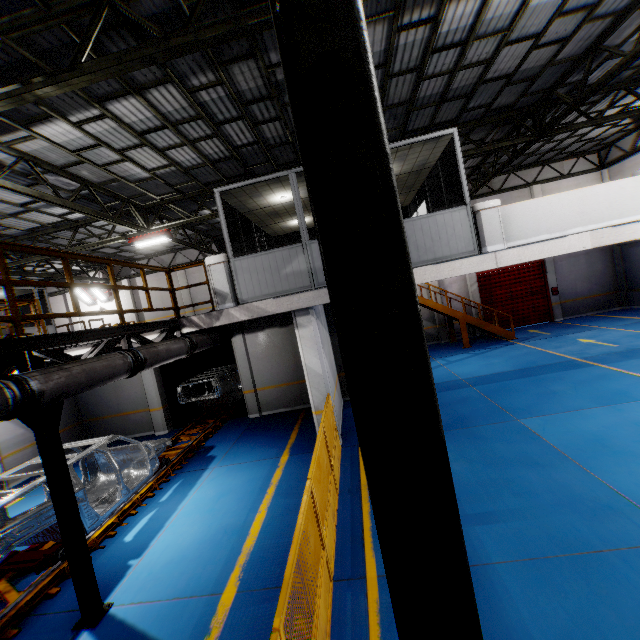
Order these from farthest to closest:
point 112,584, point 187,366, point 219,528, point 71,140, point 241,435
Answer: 1. point 187,366
2. point 241,435
3. point 71,140
4. point 219,528
5. point 112,584

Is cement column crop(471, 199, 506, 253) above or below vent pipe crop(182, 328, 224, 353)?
above

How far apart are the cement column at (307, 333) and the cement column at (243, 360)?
4.2 meters

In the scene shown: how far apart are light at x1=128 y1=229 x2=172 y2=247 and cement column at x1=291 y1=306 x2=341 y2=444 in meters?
7.4

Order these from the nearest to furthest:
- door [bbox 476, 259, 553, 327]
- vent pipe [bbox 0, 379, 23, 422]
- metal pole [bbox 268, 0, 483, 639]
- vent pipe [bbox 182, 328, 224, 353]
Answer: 1. metal pole [bbox 268, 0, 483, 639]
2. vent pipe [bbox 0, 379, 23, 422]
3. vent pipe [bbox 182, 328, 224, 353]
4. door [bbox 476, 259, 553, 327]

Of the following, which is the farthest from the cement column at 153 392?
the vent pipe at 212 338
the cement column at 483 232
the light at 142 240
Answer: the cement column at 483 232

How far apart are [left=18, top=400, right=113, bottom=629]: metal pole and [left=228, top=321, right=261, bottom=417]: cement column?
7.5 meters

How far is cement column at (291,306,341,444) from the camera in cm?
825
